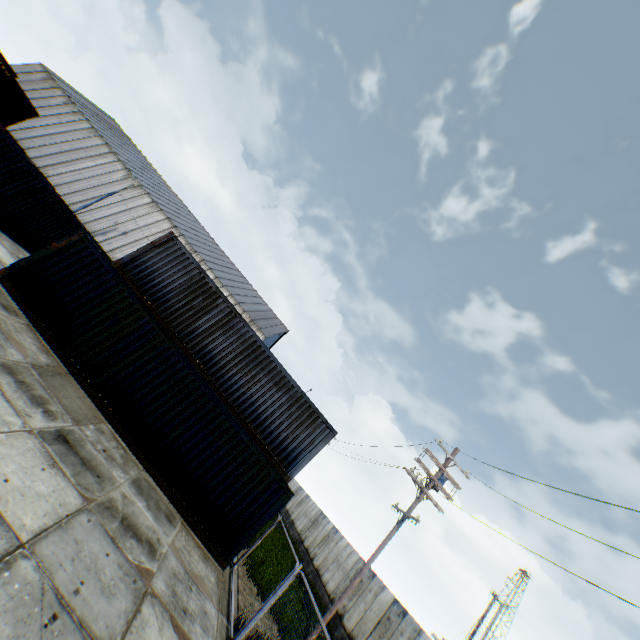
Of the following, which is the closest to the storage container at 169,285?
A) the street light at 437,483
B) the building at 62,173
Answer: the street light at 437,483

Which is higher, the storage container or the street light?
the street light

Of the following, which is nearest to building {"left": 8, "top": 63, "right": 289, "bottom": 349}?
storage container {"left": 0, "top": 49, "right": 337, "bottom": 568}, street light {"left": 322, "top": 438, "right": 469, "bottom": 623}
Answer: street light {"left": 322, "top": 438, "right": 469, "bottom": 623}

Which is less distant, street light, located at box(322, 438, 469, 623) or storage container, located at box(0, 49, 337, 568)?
storage container, located at box(0, 49, 337, 568)

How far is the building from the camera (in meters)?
37.94

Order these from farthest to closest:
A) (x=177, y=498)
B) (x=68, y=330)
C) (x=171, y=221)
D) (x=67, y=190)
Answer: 1. (x=171, y=221)
2. (x=67, y=190)
3. (x=68, y=330)
4. (x=177, y=498)
